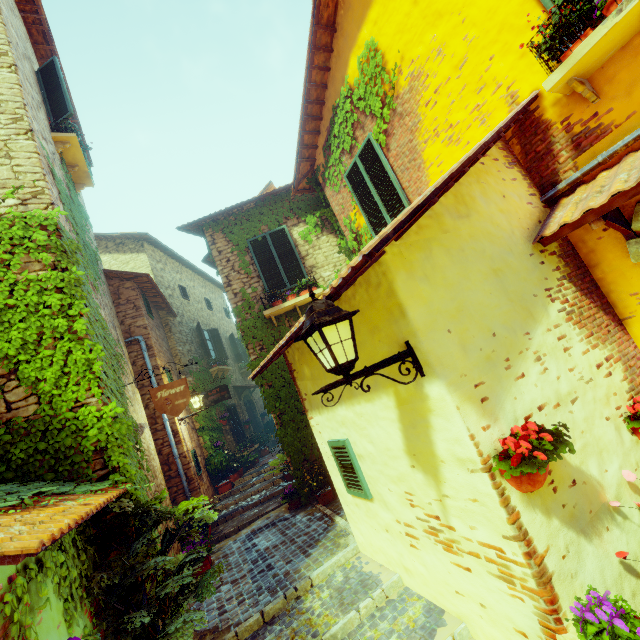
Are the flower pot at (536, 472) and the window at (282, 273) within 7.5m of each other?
yes

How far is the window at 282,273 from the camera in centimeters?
809cm

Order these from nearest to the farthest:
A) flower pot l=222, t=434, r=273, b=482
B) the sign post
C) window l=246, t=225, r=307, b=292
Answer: the sign post < window l=246, t=225, r=307, b=292 < flower pot l=222, t=434, r=273, b=482

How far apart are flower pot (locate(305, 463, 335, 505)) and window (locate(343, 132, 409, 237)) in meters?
5.2 m

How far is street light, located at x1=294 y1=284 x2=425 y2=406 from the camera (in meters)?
2.13

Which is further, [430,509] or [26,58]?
[26,58]

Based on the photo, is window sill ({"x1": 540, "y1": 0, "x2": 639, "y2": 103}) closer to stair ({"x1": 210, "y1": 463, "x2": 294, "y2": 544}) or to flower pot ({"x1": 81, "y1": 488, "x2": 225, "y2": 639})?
flower pot ({"x1": 81, "y1": 488, "x2": 225, "y2": 639})

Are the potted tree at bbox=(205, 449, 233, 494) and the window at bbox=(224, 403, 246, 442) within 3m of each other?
yes
